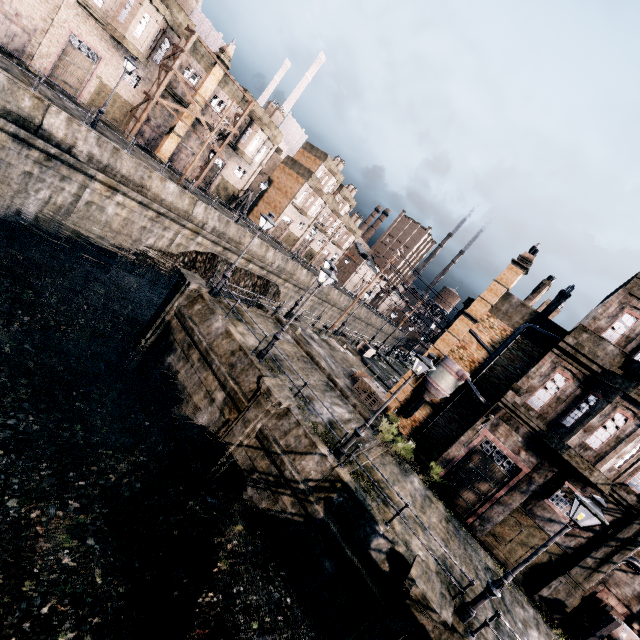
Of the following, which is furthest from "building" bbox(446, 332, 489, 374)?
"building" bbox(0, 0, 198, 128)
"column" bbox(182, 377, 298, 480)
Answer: "building" bbox(0, 0, 198, 128)

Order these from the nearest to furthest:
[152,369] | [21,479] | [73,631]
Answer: [73,631]
[21,479]
[152,369]

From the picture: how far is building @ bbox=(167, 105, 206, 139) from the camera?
34.6 meters

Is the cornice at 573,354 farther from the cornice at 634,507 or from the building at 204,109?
the building at 204,109

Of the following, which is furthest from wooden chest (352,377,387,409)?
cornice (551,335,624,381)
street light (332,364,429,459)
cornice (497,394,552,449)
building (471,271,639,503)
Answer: cornice (551,335,624,381)

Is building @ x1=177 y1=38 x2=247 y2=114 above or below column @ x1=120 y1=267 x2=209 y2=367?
above

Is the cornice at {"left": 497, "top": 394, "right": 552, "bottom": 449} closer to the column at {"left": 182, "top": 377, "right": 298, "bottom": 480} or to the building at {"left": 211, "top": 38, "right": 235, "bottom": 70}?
the column at {"left": 182, "top": 377, "right": 298, "bottom": 480}

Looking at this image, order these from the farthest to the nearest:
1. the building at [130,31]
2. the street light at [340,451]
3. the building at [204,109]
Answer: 1. the building at [204,109]
2. the building at [130,31]
3. the street light at [340,451]
